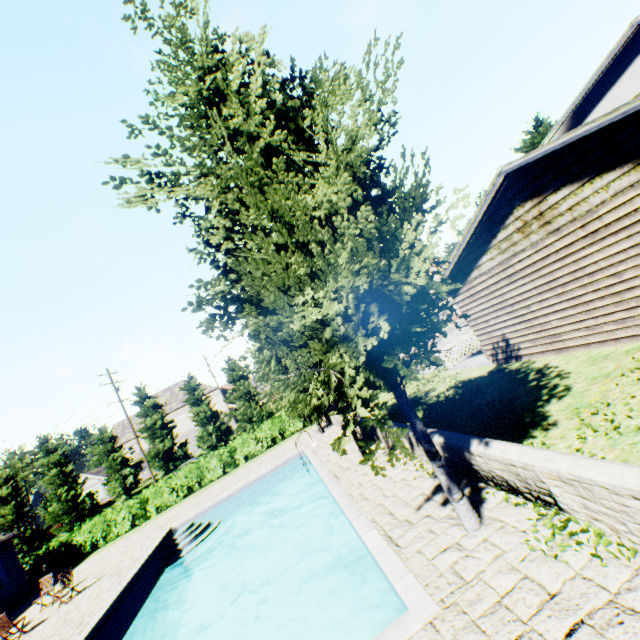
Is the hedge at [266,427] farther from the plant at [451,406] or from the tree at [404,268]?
the plant at [451,406]

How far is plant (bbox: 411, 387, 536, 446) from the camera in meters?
7.2 m

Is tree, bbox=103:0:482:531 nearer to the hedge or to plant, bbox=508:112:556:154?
plant, bbox=508:112:556:154

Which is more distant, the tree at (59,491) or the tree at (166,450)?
the tree at (166,450)

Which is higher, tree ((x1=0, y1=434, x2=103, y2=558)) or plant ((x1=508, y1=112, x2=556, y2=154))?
plant ((x1=508, y1=112, x2=556, y2=154))

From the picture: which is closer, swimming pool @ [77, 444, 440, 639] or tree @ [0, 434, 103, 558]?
swimming pool @ [77, 444, 440, 639]

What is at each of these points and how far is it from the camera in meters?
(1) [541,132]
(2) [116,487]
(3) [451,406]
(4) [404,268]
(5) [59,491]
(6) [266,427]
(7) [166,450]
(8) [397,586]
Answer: (1) plant, 29.0 m
(2) tree, 36.8 m
(3) plant, 11.0 m
(4) tree, 4.1 m
(5) tree, 35.5 m
(6) hedge, 24.4 m
(7) tree, 38.9 m
(8) swimming pool, 4.5 m
